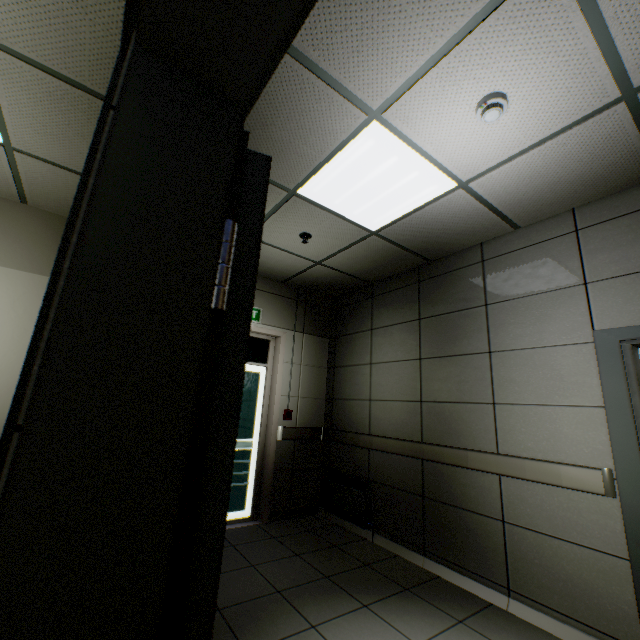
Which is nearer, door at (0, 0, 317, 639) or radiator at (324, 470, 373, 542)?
door at (0, 0, 317, 639)

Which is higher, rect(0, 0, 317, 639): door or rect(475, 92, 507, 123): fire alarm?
rect(475, 92, 507, 123): fire alarm

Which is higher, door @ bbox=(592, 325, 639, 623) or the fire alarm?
the fire alarm

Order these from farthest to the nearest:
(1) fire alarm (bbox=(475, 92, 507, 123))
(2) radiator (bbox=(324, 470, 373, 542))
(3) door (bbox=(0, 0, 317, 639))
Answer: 1. (2) radiator (bbox=(324, 470, 373, 542))
2. (1) fire alarm (bbox=(475, 92, 507, 123))
3. (3) door (bbox=(0, 0, 317, 639))

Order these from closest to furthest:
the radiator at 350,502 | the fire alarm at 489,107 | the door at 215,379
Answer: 1. the door at 215,379
2. the fire alarm at 489,107
3. the radiator at 350,502

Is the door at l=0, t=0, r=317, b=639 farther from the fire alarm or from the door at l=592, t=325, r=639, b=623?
the door at l=592, t=325, r=639, b=623

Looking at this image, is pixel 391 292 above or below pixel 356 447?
above

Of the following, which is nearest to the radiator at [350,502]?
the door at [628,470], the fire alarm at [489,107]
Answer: the door at [628,470]
